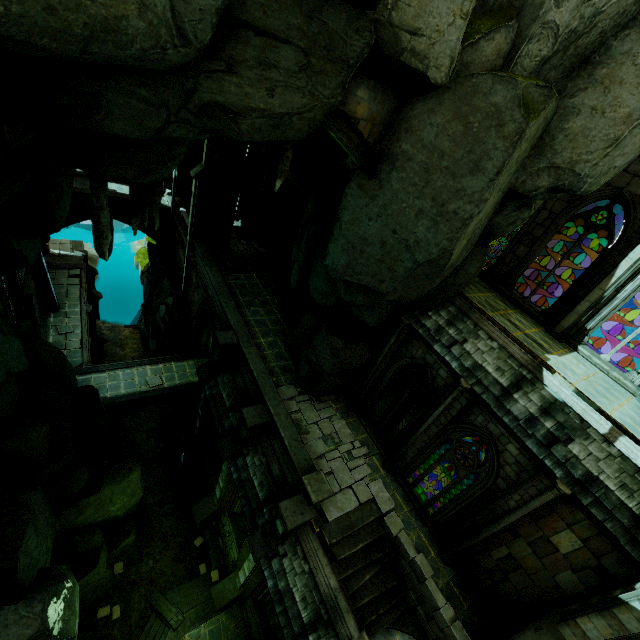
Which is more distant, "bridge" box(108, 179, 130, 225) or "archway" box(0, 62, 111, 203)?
"bridge" box(108, 179, 130, 225)

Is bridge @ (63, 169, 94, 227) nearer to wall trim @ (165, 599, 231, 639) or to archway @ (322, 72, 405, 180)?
archway @ (322, 72, 405, 180)

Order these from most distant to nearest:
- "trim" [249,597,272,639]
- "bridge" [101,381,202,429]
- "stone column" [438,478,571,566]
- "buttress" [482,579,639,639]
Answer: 1. "bridge" [101,381,202,429]
2. "trim" [249,597,272,639]
3. "stone column" [438,478,571,566]
4. "buttress" [482,579,639,639]

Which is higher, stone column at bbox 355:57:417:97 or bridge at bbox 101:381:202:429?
stone column at bbox 355:57:417:97

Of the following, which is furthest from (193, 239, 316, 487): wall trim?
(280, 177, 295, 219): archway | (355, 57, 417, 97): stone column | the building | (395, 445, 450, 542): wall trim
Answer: (355, 57, 417, 97): stone column

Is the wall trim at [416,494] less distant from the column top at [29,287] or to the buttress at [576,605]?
the buttress at [576,605]

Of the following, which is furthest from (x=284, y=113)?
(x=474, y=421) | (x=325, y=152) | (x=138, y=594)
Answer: (x=138, y=594)

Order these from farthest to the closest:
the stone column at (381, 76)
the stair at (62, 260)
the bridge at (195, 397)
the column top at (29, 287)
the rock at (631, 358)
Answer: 1. the rock at (631, 358)
2. the stair at (62, 260)
3. the bridge at (195, 397)
4. the column top at (29, 287)
5. the stone column at (381, 76)
